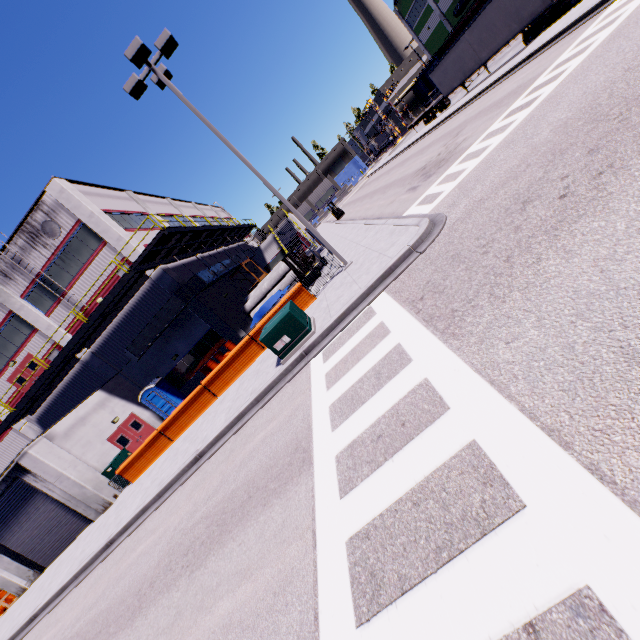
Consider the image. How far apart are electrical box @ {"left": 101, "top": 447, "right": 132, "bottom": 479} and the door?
0.7 meters

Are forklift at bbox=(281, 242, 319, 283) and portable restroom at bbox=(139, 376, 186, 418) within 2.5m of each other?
no

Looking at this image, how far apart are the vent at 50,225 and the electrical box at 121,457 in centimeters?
1361cm

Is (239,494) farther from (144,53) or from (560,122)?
(144,53)

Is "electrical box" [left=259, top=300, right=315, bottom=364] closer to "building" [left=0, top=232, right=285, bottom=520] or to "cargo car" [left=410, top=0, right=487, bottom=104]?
"building" [left=0, top=232, right=285, bottom=520]

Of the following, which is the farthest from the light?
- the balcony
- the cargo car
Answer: the cargo car

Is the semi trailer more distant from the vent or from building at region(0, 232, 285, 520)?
the vent

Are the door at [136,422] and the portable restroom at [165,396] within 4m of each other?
yes
